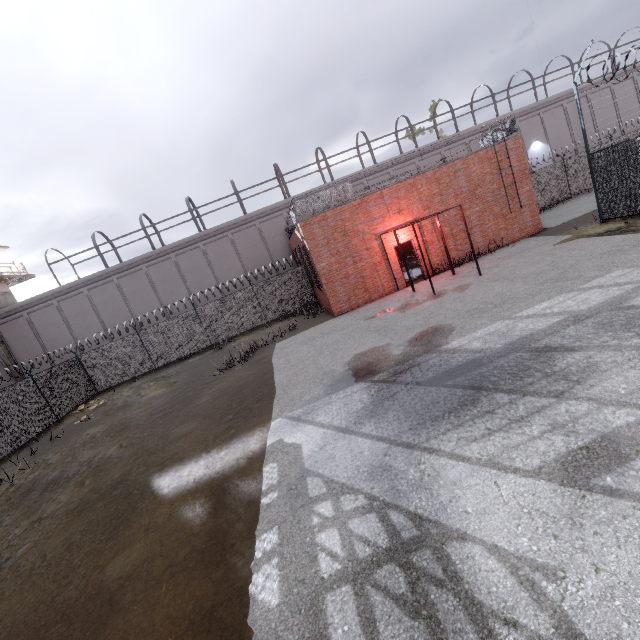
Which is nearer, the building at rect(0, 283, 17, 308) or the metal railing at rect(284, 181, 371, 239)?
the metal railing at rect(284, 181, 371, 239)

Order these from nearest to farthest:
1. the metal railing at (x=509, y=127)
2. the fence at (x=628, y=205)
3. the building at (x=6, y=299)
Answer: the fence at (x=628, y=205)
the metal railing at (x=509, y=127)
the building at (x=6, y=299)

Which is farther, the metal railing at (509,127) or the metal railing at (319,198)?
the metal railing at (509,127)

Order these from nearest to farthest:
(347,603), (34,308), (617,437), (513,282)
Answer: (347,603) < (617,437) < (513,282) < (34,308)

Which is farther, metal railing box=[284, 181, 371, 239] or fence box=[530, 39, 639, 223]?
metal railing box=[284, 181, 371, 239]

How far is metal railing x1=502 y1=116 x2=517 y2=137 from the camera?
16.2m

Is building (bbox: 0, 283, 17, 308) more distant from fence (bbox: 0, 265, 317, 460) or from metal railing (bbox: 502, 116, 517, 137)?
metal railing (bbox: 502, 116, 517, 137)
